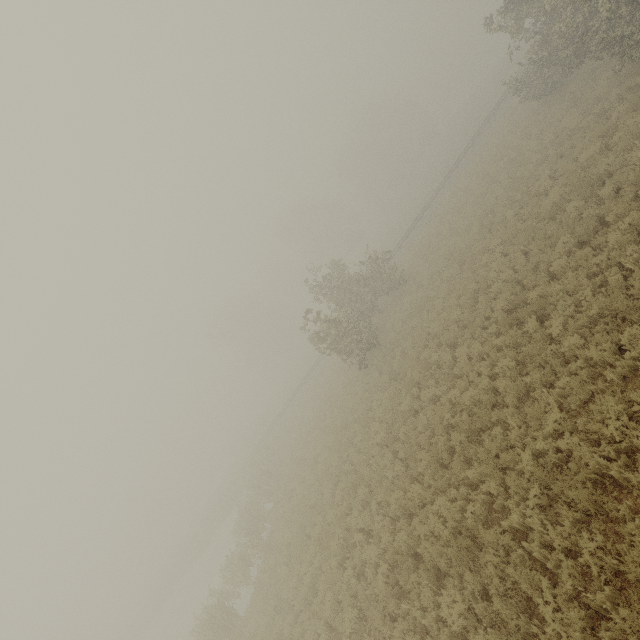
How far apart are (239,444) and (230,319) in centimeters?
2205cm
